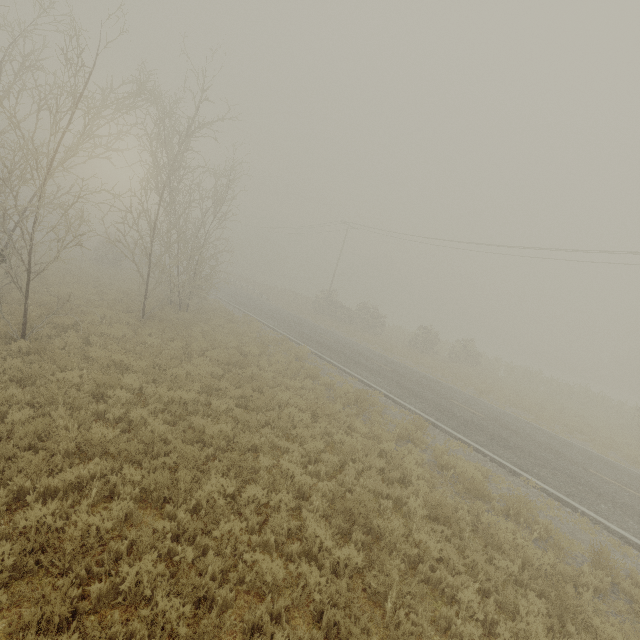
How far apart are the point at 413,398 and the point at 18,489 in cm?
1384
